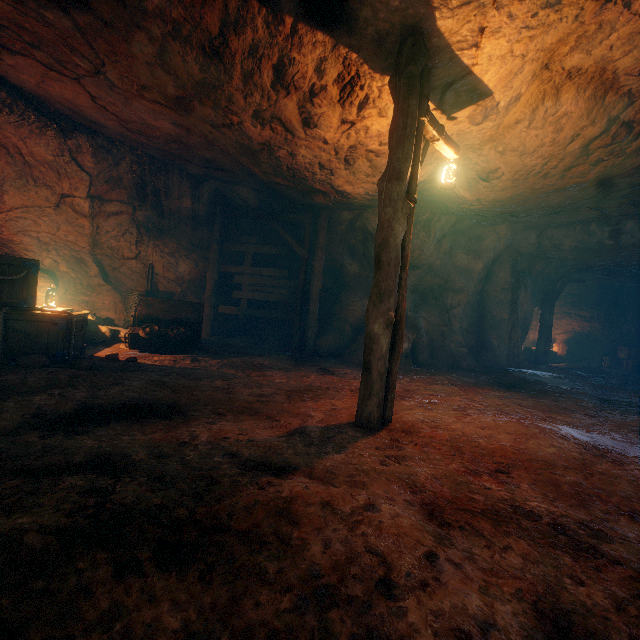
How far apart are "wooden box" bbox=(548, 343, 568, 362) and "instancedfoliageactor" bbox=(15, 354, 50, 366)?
21.5m

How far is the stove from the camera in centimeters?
930cm

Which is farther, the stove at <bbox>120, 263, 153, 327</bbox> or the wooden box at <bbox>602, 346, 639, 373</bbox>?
the wooden box at <bbox>602, 346, 639, 373</bbox>

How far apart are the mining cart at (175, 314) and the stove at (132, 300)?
1.65m

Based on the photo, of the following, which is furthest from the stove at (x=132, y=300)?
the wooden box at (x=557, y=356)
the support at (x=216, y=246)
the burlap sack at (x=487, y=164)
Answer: the wooden box at (x=557, y=356)

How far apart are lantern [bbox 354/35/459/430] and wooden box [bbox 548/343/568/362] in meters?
17.2

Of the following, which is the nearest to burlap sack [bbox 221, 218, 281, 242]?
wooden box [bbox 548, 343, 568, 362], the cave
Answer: the cave

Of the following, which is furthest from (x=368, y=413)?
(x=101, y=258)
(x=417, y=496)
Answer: (x=101, y=258)
